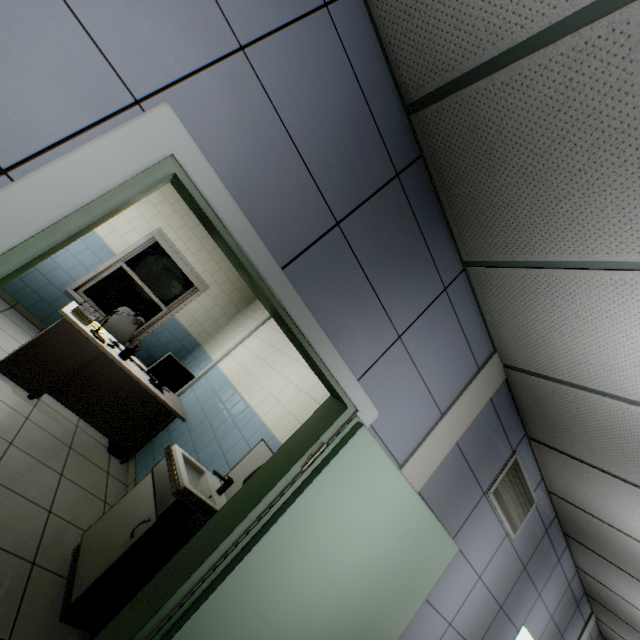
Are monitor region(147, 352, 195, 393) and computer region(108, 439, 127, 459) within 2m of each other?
yes

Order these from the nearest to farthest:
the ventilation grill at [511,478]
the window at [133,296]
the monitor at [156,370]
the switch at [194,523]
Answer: the switch at [194,523]
the ventilation grill at [511,478]
the monitor at [156,370]
the window at [133,296]

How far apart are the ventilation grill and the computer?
4.1m

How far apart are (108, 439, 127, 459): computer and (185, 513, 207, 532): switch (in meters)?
2.85

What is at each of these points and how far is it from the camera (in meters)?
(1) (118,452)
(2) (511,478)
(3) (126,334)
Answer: (1) computer, 3.97
(2) ventilation grill, 3.06
(3) chair, 5.03

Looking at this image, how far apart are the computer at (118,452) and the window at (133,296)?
2.3m

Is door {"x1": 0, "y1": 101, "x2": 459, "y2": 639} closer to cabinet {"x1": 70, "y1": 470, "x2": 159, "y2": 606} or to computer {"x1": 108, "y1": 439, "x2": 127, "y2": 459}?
cabinet {"x1": 70, "y1": 470, "x2": 159, "y2": 606}

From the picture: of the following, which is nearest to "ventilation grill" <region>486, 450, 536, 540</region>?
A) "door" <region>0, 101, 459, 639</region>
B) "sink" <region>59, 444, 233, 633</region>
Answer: "door" <region>0, 101, 459, 639</region>
